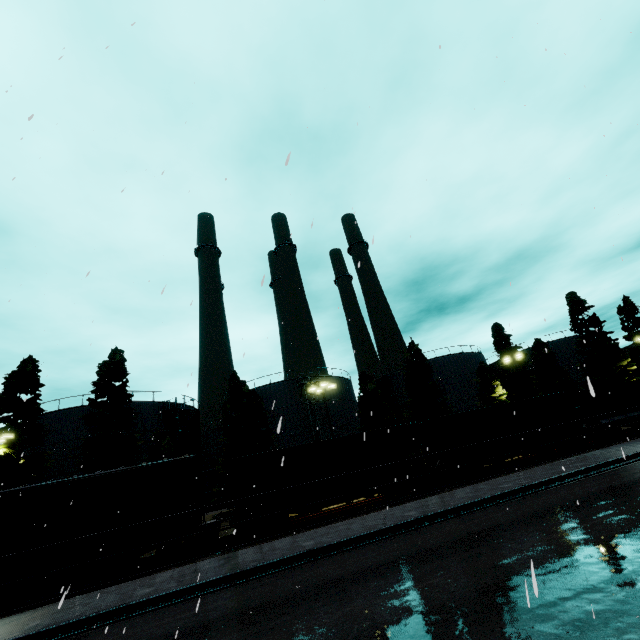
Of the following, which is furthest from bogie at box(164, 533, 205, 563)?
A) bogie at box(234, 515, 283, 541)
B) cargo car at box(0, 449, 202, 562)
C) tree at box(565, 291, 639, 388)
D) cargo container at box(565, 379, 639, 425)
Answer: cargo container at box(565, 379, 639, 425)

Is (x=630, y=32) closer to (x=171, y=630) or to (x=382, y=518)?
(x=171, y=630)

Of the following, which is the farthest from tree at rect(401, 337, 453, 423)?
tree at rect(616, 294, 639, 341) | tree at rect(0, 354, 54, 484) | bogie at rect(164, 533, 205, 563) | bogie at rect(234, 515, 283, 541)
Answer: bogie at rect(234, 515, 283, 541)

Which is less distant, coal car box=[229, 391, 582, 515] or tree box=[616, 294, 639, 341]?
coal car box=[229, 391, 582, 515]

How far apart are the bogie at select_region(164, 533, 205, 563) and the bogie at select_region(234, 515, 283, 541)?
2.1m

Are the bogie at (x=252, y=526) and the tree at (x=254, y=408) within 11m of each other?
no

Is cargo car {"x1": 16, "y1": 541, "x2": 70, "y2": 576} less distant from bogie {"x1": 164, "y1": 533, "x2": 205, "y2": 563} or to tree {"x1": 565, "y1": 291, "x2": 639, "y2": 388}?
bogie {"x1": 164, "y1": 533, "x2": 205, "y2": 563}

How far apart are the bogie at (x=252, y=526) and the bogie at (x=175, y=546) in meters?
2.1
